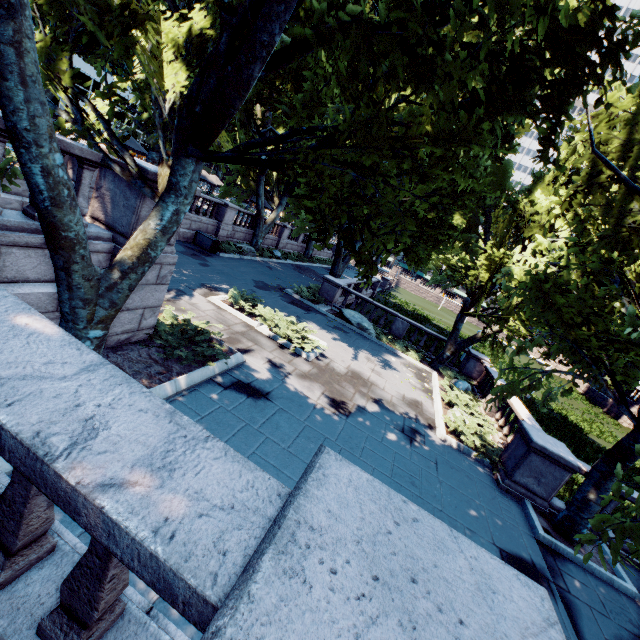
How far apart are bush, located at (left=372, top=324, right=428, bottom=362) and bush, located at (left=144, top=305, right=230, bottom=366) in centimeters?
1172cm

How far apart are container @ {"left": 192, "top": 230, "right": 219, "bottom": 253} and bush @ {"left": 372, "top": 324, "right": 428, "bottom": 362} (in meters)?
12.63

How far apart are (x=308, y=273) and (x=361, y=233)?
25.6 meters

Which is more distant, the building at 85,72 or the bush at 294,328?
the building at 85,72

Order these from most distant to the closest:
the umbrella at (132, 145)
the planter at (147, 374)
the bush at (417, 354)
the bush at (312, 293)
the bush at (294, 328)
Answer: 1. the bush at (312, 293)
2. the umbrella at (132, 145)
3. the bush at (417, 354)
4. the bush at (294, 328)
5. the planter at (147, 374)

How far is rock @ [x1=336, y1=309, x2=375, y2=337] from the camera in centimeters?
1902cm

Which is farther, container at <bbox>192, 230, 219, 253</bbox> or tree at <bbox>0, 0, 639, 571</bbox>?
container at <bbox>192, 230, 219, 253</bbox>

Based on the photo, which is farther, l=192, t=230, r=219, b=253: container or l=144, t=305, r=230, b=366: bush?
l=192, t=230, r=219, b=253: container
